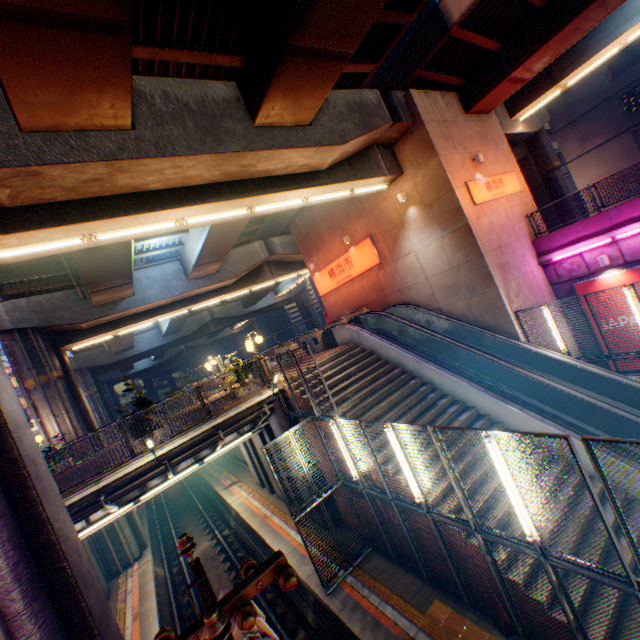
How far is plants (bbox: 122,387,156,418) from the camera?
10.9 meters

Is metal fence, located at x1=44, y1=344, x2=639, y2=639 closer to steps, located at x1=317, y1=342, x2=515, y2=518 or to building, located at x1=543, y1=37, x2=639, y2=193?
steps, located at x1=317, y1=342, x2=515, y2=518

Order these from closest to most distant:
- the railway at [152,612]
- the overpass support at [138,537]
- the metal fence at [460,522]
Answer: the metal fence at [460,522], the railway at [152,612], the overpass support at [138,537]

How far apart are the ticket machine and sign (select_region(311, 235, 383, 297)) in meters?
4.1 m

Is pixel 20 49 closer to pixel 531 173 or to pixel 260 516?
pixel 260 516

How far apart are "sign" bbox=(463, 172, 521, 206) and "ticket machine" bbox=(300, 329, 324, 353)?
9.21m

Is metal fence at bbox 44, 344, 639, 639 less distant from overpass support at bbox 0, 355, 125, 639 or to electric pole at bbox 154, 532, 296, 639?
overpass support at bbox 0, 355, 125, 639

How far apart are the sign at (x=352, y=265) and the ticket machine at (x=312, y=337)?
4.15m
